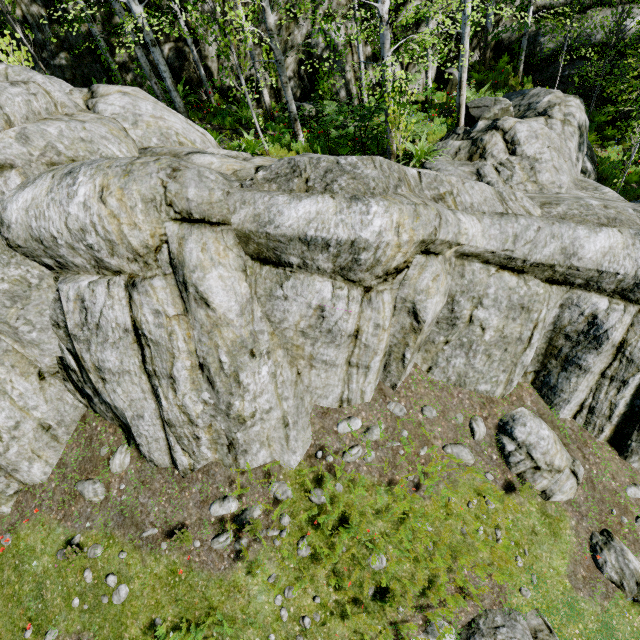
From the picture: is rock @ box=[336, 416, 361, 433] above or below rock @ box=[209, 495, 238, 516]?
above

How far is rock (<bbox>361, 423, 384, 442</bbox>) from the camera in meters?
6.9 m

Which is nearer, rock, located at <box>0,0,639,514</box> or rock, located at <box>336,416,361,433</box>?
rock, located at <box>0,0,639,514</box>

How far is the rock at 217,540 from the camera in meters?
6.2 m

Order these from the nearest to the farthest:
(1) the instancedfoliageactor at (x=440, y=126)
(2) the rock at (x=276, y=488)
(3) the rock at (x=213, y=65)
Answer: (2) the rock at (x=276, y=488) → (1) the instancedfoliageactor at (x=440, y=126) → (3) the rock at (x=213, y=65)

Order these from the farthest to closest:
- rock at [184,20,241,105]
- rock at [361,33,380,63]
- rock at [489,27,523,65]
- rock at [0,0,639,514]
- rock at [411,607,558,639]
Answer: rock at [489,27,523,65]
rock at [361,33,380,63]
rock at [184,20,241,105]
rock at [411,607,558,639]
rock at [0,0,639,514]

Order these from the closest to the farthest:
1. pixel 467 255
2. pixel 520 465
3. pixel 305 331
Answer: pixel 305 331 < pixel 467 255 < pixel 520 465
